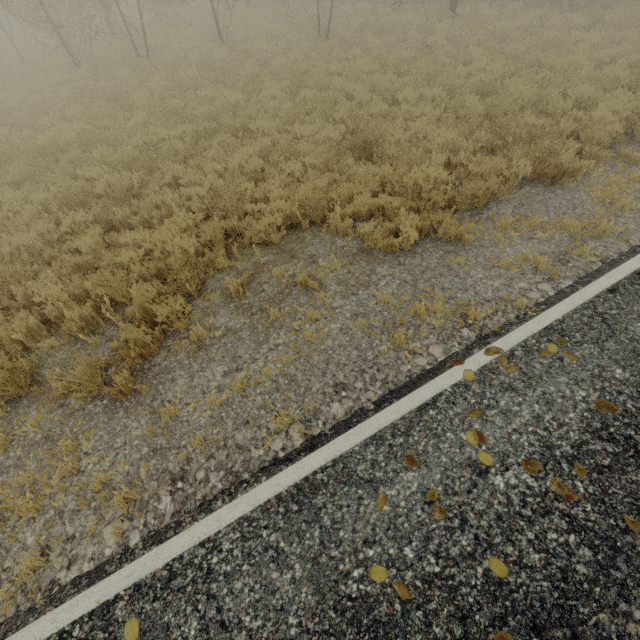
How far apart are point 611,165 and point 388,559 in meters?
8.2 m
